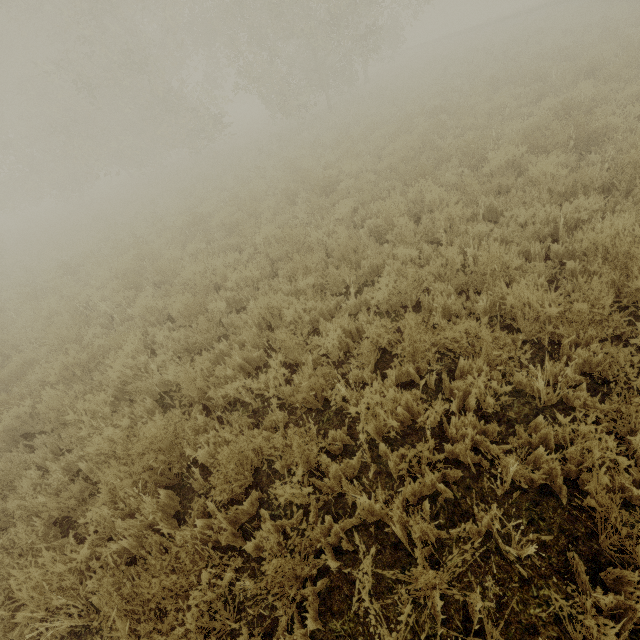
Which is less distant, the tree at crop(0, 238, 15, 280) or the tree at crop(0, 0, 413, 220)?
the tree at crop(0, 238, 15, 280)

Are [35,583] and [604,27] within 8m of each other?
no

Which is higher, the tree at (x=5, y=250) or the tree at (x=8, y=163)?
the tree at (x=8, y=163)

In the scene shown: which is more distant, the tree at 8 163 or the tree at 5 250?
the tree at 8 163

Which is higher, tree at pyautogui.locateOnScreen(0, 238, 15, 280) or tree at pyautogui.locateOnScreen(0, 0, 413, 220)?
tree at pyautogui.locateOnScreen(0, 0, 413, 220)
